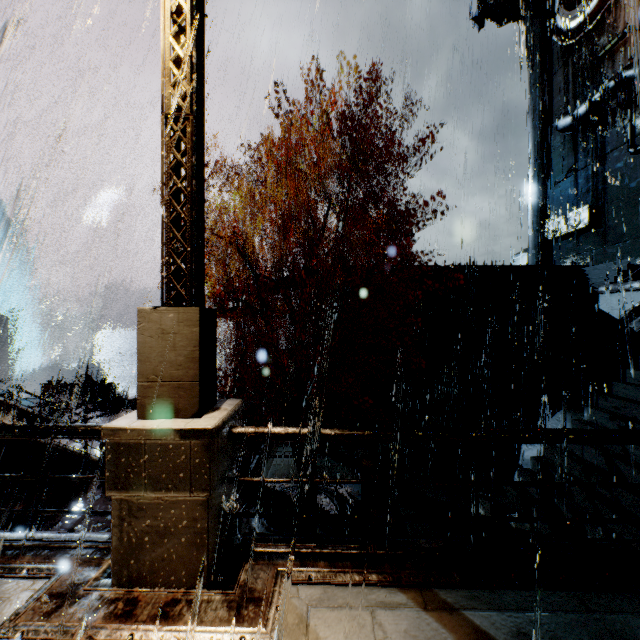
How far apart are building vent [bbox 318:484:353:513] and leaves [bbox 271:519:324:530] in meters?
0.0 m

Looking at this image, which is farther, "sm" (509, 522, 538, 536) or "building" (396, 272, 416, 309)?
"building" (396, 272, 416, 309)

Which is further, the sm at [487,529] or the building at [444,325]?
the building at [444,325]

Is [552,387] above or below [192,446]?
below

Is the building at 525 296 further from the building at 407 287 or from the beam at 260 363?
the beam at 260 363

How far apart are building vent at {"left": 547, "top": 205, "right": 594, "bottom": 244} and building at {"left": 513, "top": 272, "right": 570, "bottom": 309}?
6.53m

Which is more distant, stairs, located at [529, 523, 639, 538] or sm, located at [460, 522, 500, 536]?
sm, located at [460, 522, 500, 536]

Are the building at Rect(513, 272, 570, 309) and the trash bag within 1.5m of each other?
no
